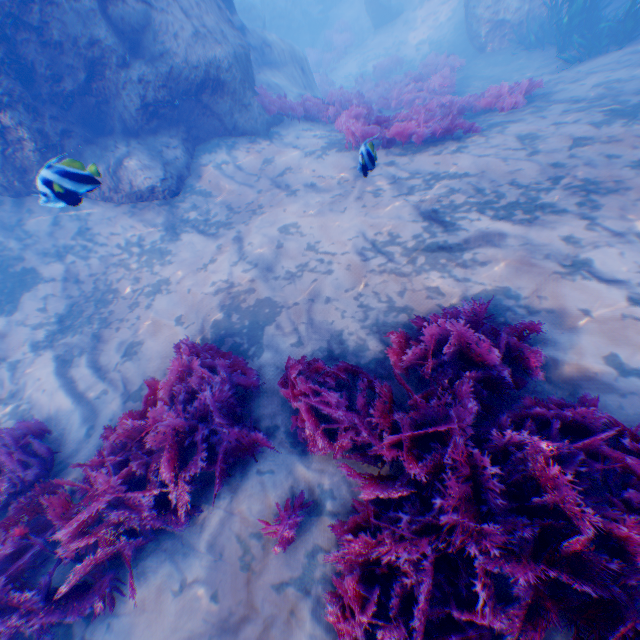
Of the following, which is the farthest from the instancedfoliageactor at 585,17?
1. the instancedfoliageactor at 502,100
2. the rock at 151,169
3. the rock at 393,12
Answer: the rock at 393,12

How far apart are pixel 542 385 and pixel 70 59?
9.6 meters

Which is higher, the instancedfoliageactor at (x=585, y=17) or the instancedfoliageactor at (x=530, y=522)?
the instancedfoliageactor at (x=530, y=522)

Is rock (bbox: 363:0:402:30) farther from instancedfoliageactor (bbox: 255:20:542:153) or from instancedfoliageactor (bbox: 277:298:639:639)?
instancedfoliageactor (bbox: 277:298:639:639)

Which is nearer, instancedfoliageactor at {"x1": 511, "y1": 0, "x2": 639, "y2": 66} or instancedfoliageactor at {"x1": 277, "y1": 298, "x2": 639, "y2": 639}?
instancedfoliageactor at {"x1": 277, "y1": 298, "x2": 639, "y2": 639}

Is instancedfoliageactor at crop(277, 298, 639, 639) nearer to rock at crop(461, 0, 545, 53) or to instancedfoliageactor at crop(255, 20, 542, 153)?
rock at crop(461, 0, 545, 53)

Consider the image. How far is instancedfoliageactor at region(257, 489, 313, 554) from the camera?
2.6 meters
